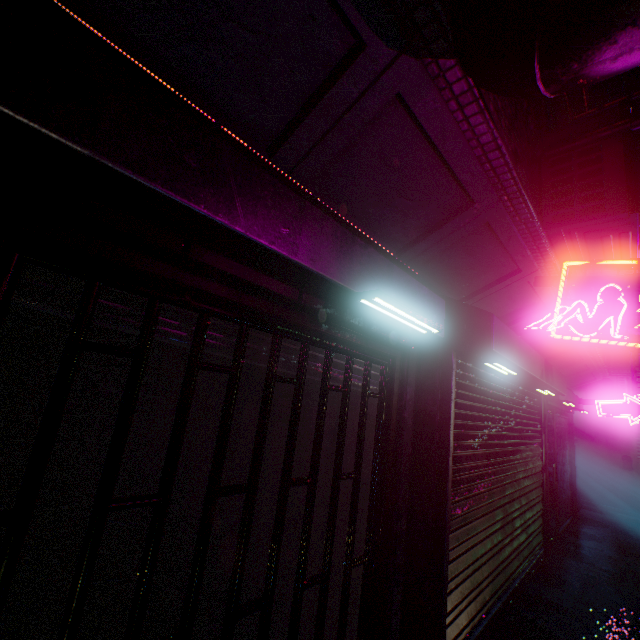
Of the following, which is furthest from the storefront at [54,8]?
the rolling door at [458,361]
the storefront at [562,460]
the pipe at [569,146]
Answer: the storefront at [562,460]

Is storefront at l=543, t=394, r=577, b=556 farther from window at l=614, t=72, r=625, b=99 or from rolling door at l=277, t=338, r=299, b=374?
window at l=614, t=72, r=625, b=99

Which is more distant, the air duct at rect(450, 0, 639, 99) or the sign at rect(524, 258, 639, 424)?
the sign at rect(524, 258, 639, 424)

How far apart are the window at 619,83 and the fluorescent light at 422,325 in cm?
1611

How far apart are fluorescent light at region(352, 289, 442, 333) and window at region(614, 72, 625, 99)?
16.1m

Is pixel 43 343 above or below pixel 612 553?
above

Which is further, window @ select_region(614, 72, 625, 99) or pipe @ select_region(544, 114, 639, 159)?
window @ select_region(614, 72, 625, 99)

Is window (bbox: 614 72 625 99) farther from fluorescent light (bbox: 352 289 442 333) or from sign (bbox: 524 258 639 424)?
fluorescent light (bbox: 352 289 442 333)
